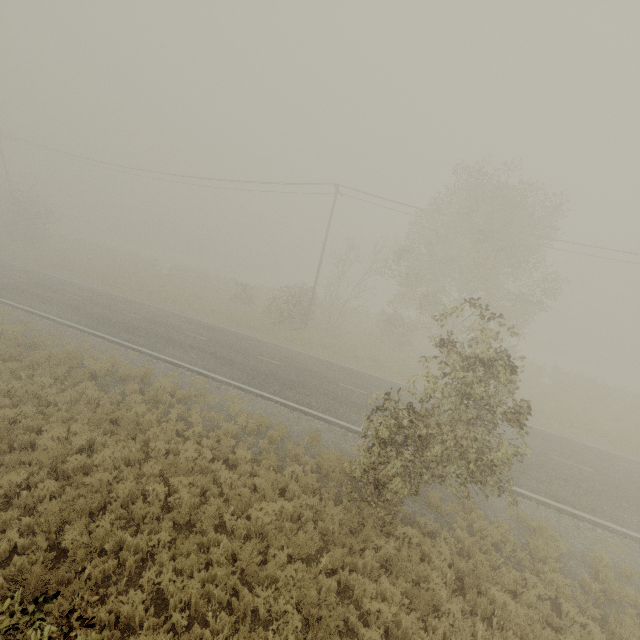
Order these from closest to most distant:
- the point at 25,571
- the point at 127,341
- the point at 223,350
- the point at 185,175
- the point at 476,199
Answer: the point at 25,571
the point at 127,341
the point at 223,350
the point at 476,199
the point at 185,175
